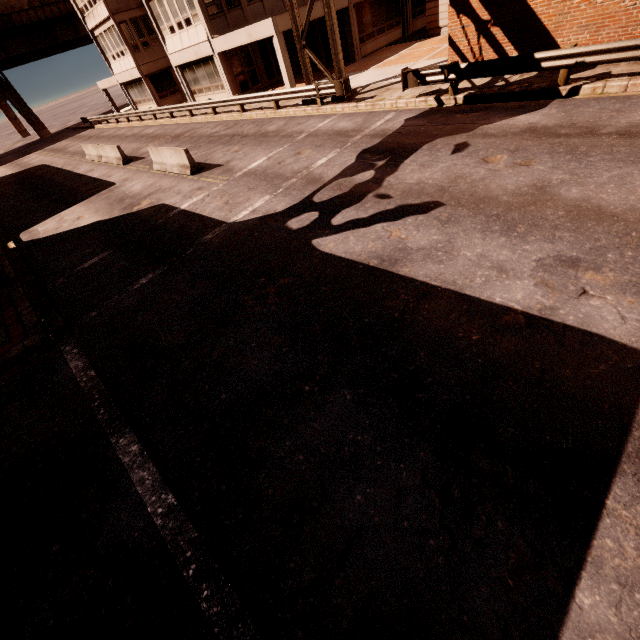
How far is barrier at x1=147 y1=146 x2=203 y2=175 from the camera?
13.6m

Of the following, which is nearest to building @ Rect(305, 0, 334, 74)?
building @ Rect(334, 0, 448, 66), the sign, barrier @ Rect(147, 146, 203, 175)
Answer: building @ Rect(334, 0, 448, 66)

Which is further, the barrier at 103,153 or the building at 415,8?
the building at 415,8

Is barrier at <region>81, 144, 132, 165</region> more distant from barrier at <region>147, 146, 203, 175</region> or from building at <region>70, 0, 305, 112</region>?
building at <region>70, 0, 305, 112</region>

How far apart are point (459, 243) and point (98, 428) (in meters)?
7.02

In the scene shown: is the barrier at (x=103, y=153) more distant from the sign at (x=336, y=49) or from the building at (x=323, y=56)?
the sign at (x=336, y=49)

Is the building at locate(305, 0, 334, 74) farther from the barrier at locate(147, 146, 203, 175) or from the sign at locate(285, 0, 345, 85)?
the barrier at locate(147, 146, 203, 175)

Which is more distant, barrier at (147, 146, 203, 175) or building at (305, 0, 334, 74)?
building at (305, 0, 334, 74)
